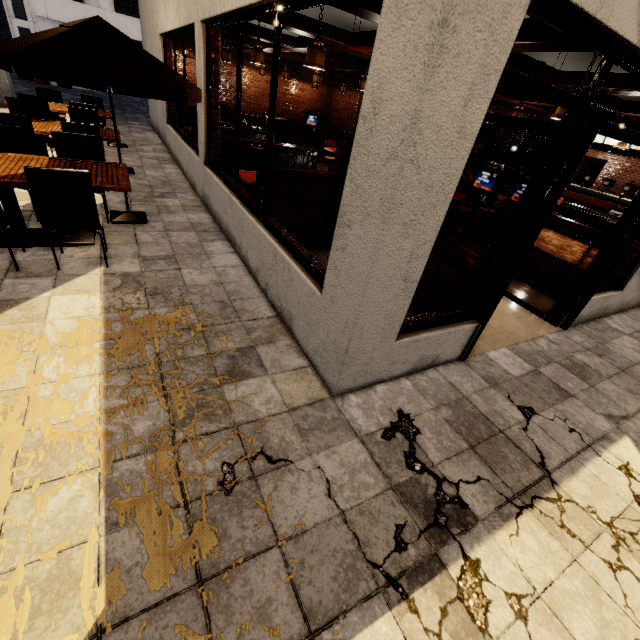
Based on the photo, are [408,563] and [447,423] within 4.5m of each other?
yes

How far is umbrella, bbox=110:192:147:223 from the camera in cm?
484

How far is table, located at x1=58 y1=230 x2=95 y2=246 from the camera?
4.0m

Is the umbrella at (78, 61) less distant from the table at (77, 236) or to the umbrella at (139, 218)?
the umbrella at (139, 218)

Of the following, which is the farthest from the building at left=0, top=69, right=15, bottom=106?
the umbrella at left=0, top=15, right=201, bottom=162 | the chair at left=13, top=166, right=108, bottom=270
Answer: the chair at left=13, top=166, right=108, bottom=270

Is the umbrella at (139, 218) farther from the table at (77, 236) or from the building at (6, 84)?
the building at (6, 84)

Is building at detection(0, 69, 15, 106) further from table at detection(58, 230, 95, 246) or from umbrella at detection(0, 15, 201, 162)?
table at detection(58, 230, 95, 246)

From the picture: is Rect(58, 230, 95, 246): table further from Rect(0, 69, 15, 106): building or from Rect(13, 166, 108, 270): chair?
Rect(0, 69, 15, 106): building
